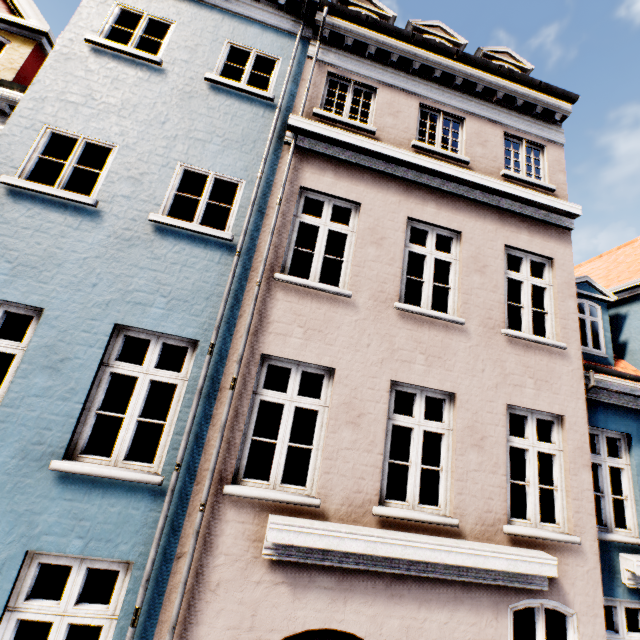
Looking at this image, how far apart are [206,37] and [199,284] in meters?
5.0
